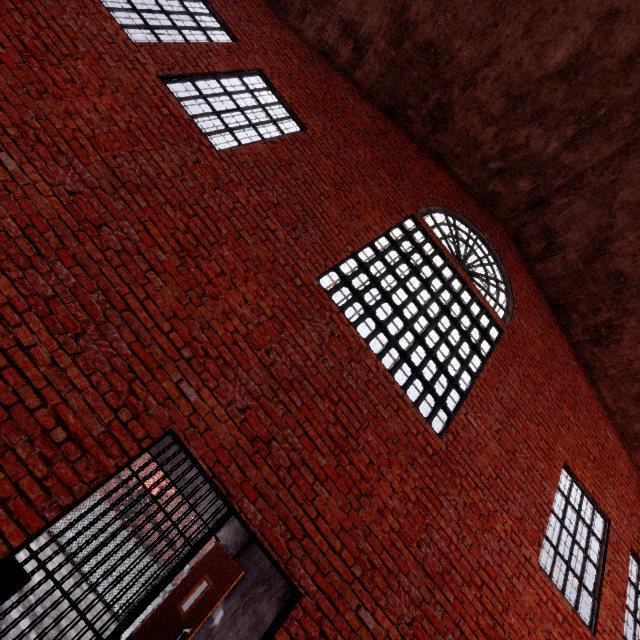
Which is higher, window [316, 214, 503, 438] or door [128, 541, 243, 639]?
window [316, 214, 503, 438]

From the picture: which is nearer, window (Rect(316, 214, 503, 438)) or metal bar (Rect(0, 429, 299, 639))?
metal bar (Rect(0, 429, 299, 639))

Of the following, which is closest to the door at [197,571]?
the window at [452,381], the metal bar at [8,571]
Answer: the metal bar at [8,571]

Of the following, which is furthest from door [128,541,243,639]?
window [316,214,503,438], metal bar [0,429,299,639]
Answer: window [316,214,503,438]

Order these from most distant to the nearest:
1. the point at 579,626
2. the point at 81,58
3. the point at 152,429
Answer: the point at 579,626, the point at 81,58, the point at 152,429

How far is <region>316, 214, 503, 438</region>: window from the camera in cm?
486

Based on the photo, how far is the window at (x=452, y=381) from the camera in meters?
4.9
